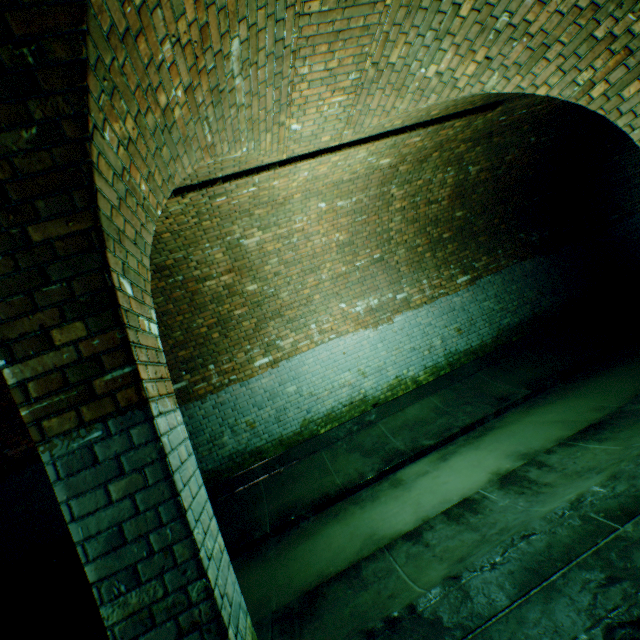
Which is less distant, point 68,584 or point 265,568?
point 265,568

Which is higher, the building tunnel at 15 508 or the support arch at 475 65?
the support arch at 475 65

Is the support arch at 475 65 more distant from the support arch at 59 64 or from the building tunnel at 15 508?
the support arch at 59 64

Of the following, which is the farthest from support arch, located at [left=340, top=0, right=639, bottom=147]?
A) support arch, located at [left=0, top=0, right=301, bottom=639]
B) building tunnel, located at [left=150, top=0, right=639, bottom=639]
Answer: support arch, located at [left=0, top=0, right=301, bottom=639]

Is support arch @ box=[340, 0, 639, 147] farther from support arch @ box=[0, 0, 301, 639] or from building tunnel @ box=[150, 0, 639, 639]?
support arch @ box=[0, 0, 301, 639]

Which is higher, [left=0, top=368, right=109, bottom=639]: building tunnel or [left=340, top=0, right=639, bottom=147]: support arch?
[left=340, top=0, right=639, bottom=147]: support arch

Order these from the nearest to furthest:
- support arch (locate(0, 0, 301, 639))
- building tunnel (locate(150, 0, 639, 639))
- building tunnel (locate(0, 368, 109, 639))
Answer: → support arch (locate(0, 0, 301, 639)) → building tunnel (locate(150, 0, 639, 639)) → building tunnel (locate(0, 368, 109, 639))
